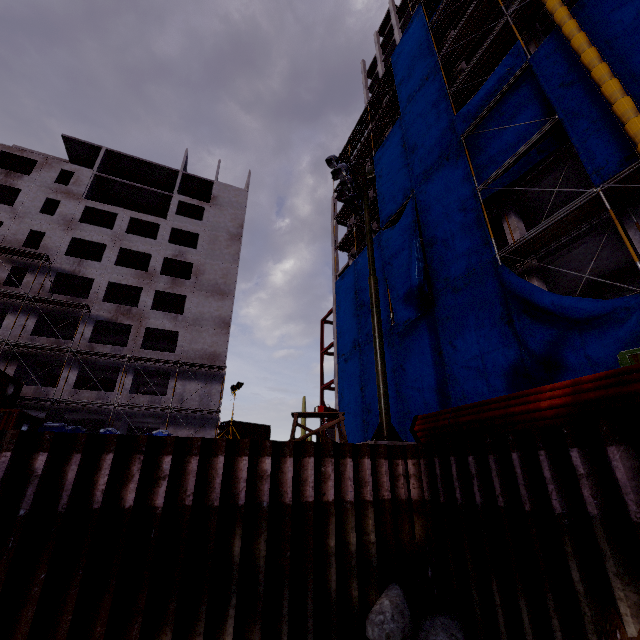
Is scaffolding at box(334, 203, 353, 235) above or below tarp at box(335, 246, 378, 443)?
above

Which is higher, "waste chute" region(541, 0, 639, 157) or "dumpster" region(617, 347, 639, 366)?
"waste chute" region(541, 0, 639, 157)

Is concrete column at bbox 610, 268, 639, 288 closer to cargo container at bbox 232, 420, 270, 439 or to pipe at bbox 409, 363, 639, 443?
pipe at bbox 409, 363, 639, 443

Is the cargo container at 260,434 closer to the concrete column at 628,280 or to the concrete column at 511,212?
the concrete column at 628,280

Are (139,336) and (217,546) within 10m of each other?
no

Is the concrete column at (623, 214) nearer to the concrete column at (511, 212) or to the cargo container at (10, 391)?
the concrete column at (511, 212)

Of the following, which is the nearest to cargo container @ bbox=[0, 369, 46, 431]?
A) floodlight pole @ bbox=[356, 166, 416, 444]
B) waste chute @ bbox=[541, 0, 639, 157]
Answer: floodlight pole @ bbox=[356, 166, 416, 444]

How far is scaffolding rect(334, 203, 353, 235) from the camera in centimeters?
3291cm
